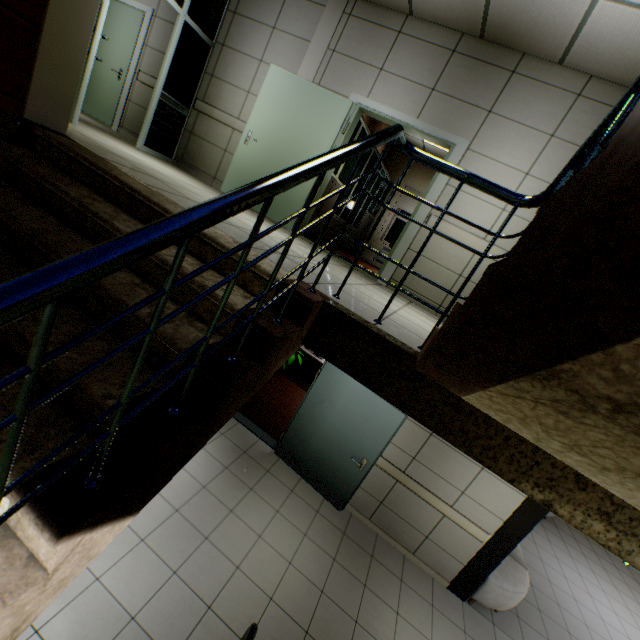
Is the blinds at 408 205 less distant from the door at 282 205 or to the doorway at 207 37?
the door at 282 205

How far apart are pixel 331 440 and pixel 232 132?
5.4 meters

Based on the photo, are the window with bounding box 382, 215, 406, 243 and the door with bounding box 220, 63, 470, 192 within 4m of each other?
no

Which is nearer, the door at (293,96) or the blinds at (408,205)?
the door at (293,96)

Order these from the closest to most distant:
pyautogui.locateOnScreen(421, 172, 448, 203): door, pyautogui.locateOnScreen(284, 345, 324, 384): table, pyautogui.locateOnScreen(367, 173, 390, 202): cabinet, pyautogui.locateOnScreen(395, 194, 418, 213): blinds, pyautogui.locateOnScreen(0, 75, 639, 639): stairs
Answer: pyautogui.locateOnScreen(0, 75, 639, 639): stairs
pyautogui.locateOnScreen(421, 172, 448, 203): door
pyautogui.locateOnScreen(367, 173, 390, 202): cabinet
pyautogui.locateOnScreen(284, 345, 324, 384): table
pyautogui.locateOnScreen(395, 194, 418, 213): blinds

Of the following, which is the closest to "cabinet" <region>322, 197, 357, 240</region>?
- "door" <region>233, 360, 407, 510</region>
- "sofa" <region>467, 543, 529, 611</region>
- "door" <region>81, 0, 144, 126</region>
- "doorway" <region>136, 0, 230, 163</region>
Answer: "door" <region>233, 360, 407, 510</region>

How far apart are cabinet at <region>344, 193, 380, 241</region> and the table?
2.7 meters

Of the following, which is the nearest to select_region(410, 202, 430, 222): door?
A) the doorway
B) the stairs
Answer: the doorway
